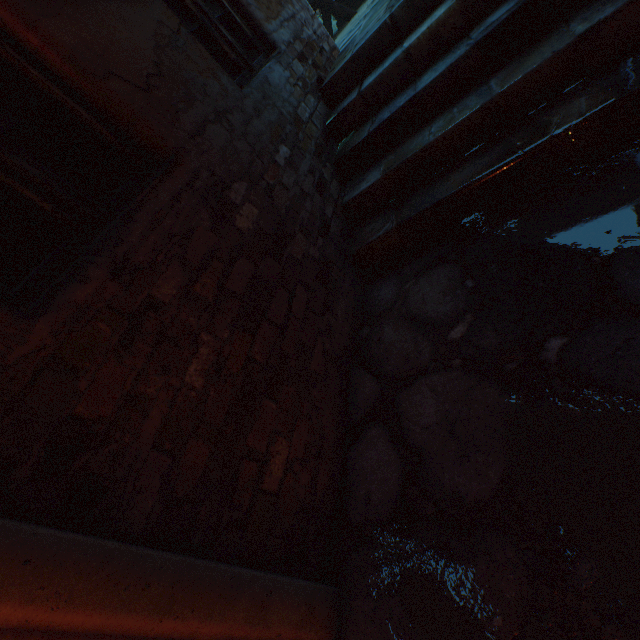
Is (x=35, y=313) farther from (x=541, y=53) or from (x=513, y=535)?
(x=541, y=53)

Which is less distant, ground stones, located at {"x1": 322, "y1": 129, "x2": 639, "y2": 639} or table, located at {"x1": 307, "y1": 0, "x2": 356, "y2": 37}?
ground stones, located at {"x1": 322, "y1": 129, "x2": 639, "y2": 639}

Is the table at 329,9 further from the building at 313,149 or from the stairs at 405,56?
the stairs at 405,56

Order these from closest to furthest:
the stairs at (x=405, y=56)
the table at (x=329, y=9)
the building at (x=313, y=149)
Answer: the building at (x=313, y=149) < the stairs at (x=405, y=56) < the table at (x=329, y=9)

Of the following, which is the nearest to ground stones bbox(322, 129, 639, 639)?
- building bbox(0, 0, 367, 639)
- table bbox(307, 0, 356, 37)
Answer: building bbox(0, 0, 367, 639)

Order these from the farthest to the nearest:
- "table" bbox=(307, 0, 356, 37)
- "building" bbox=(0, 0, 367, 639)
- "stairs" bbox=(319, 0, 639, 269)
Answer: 1. "table" bbox=(307, 0, 356, 37)
2. "stairs" bbox=(319, 0, 639, 269)
3. "building" bbox=(0, 0, 367, 639)

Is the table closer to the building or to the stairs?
the building

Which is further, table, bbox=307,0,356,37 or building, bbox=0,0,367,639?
table, bbox=307,0,356,37
